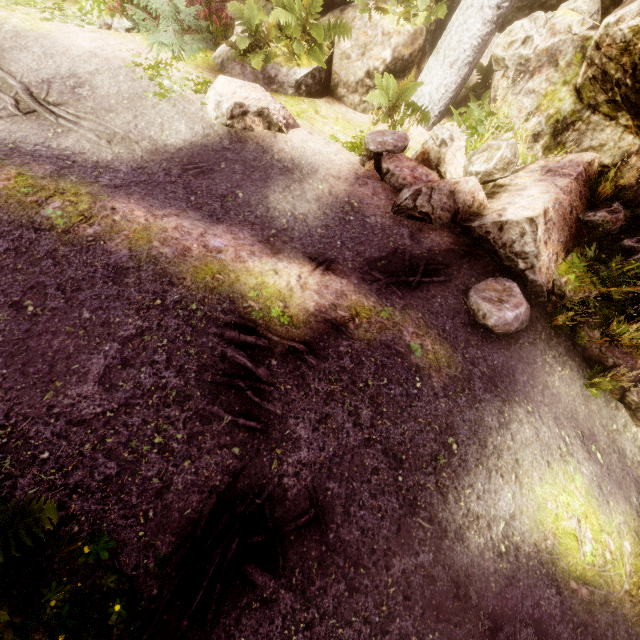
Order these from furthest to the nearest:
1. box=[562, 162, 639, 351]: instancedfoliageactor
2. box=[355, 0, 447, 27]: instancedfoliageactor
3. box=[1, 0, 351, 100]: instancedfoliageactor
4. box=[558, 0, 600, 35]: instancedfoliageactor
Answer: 1. box=[355, 0, 447, 27]: instancedfoliageactor
2. box=[1, 0, 351, 100]: instancedfoliageactor
3. box=[558, 0, 600, 35]: instancedfoliageactor
4. box=[562, 162, 639, 351]: instancedfoliageactor

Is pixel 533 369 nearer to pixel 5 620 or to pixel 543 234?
pixel 543 234

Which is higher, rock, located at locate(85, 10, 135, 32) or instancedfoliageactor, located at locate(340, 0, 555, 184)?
instancedfoliageactor, located at locate(340, 0, 555, 184)

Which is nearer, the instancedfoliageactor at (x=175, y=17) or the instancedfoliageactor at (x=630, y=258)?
the instancedfoliageactor at (x=630, y=258)

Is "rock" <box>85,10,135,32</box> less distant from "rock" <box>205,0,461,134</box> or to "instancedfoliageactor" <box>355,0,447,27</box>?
"instancedfoliageactor" <box>355,0,447,27</box>

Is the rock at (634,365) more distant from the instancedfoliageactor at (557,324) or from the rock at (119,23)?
the rock at (119,23)

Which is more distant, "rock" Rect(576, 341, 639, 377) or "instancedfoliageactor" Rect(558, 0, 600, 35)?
"instancedfoliageactor" Rect(558, 0, 600, 35)

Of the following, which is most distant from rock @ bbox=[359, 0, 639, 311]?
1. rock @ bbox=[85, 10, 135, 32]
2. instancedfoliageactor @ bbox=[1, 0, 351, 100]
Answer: rock @ bbox=[85, 10, 135, 32]
